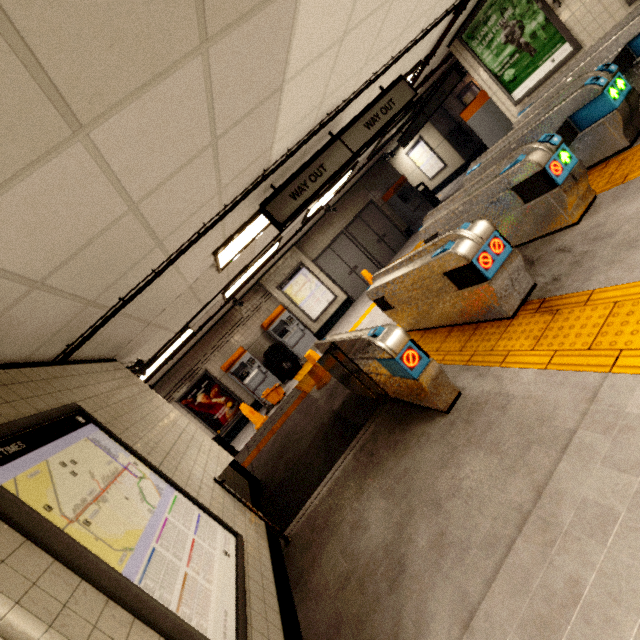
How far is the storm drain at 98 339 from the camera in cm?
352

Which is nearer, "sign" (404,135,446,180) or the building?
the building

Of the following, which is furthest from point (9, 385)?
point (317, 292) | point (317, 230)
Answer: point (317, 230)

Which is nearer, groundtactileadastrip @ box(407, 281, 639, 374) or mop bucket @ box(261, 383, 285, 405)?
groundtactileadastrip @ box(407, 281, 639, 374)

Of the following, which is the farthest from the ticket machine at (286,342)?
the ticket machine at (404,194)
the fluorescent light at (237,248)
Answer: the ticket machine at (404,194)

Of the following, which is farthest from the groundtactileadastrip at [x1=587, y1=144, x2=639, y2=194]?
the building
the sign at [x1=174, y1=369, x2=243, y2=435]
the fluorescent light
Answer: the fluorescent light

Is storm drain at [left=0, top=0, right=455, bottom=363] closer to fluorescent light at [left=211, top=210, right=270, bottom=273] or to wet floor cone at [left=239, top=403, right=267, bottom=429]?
fluorescent light at [left=211, top=210, right=270, bottom=273]

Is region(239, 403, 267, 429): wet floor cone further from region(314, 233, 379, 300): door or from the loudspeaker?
region(314, 233, 379, 300): door
